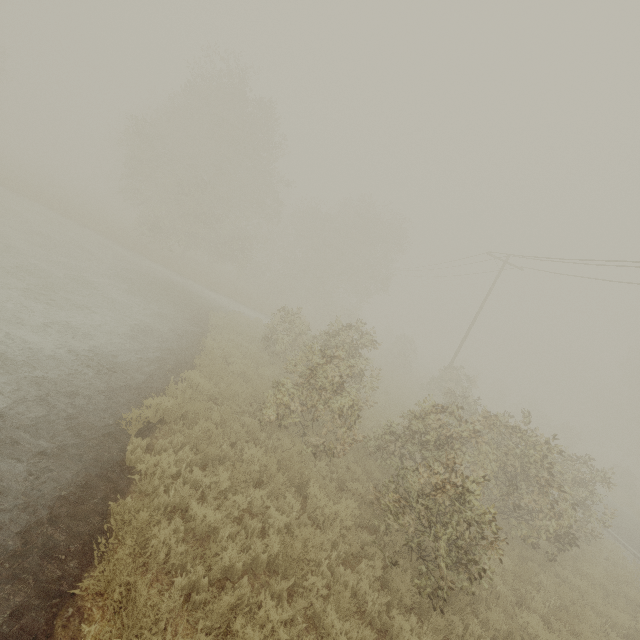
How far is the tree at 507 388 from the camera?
45.4m

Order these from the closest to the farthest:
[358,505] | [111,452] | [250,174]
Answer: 1. [111,452]
2. [358,505]
3. [250,174]

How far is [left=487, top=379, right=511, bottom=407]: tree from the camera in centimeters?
4539cm
